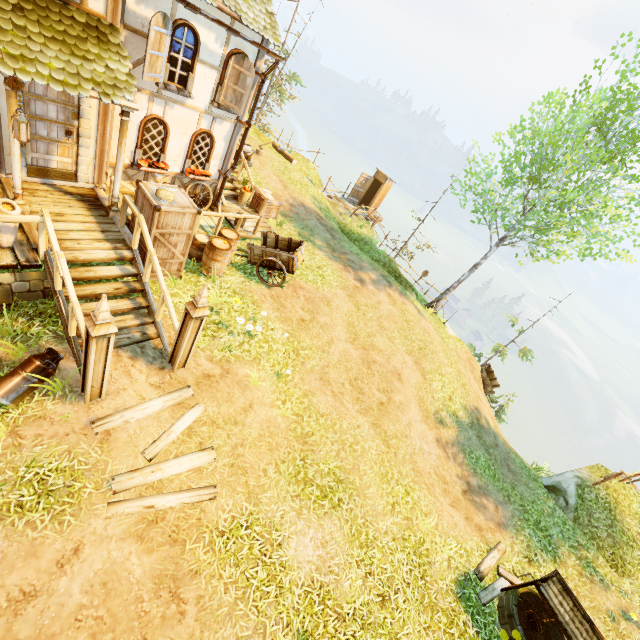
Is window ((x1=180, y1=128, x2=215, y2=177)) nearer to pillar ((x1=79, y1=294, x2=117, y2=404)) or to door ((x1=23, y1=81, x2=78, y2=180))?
door ((x1=23, y1=81, x2=78, y2=180))

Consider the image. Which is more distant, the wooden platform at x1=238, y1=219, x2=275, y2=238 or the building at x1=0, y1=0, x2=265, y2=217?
the wooden platform at x1=238, y1=219, x2=275, y2=238

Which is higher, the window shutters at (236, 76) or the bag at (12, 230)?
the window shutters at (236, 76)

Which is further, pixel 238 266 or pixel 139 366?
pixel 238 266

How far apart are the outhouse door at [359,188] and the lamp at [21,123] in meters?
19.2 m

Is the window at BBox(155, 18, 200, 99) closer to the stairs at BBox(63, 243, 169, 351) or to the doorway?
the doorway

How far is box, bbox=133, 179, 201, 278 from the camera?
7.09m

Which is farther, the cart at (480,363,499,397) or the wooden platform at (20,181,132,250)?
the cart at (480,363,499,397)
